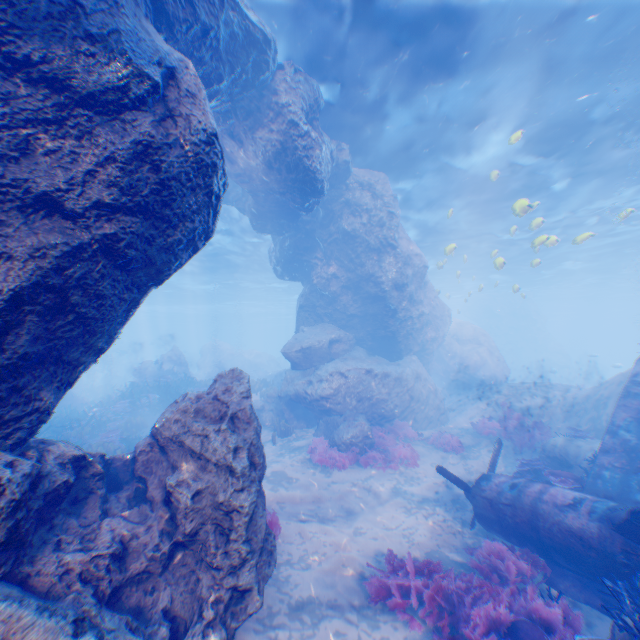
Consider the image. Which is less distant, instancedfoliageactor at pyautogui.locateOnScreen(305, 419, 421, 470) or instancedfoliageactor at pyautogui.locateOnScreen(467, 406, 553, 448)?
instancedfoliageactor at pyautogui.locateOnScreen(305, 419, 421, 470)

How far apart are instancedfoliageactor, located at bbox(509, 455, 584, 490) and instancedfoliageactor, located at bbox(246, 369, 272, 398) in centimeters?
1617cm

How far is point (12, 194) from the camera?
3.7 meters

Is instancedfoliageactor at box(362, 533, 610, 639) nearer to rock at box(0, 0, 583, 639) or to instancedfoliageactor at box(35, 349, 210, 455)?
rock at box(0, 0, 583, 639)

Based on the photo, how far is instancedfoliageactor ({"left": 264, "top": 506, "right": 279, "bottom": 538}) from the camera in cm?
722

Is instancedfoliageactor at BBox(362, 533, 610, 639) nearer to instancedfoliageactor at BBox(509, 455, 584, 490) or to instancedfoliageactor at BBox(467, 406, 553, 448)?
instancedfoliageactor at BBox(509, 455, 584, 490)

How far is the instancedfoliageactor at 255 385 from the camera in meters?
19.5

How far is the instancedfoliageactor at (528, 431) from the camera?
12.8m
